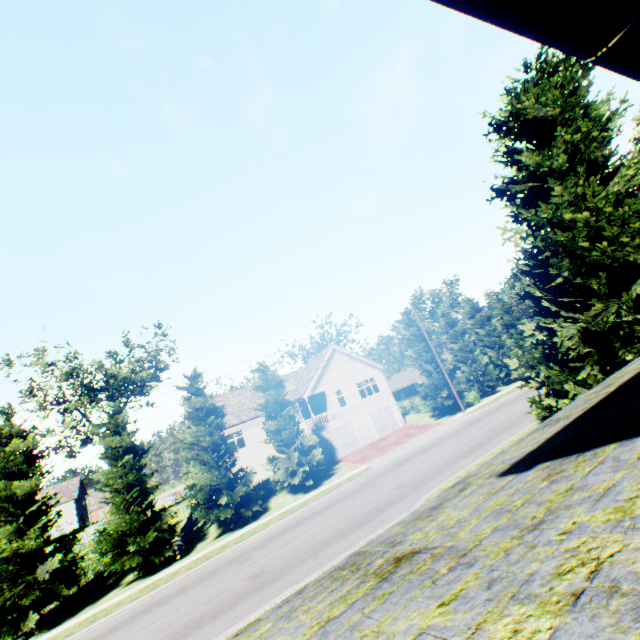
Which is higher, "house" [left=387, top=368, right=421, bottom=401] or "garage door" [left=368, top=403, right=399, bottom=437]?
"house" [left=387, top=368, right=421, bottom=401]

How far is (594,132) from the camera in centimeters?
1072cm

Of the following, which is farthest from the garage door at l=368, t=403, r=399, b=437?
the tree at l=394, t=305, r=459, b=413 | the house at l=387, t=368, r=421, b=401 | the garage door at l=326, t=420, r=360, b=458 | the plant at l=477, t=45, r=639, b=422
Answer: the plant at l=477, t=45, r=639, b=422

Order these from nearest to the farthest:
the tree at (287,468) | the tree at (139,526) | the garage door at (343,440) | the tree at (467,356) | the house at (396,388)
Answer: the tree at (139,526) → the tree at (287,468) → the garage door at (343,440) → the tree at (467,356) → the house at (396,388)

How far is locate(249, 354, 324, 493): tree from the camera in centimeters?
2434cm

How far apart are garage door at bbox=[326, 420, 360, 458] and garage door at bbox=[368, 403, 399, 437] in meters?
2.2

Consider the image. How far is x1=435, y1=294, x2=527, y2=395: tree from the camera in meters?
35.8 m

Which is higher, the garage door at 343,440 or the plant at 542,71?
the plant at 542,71
